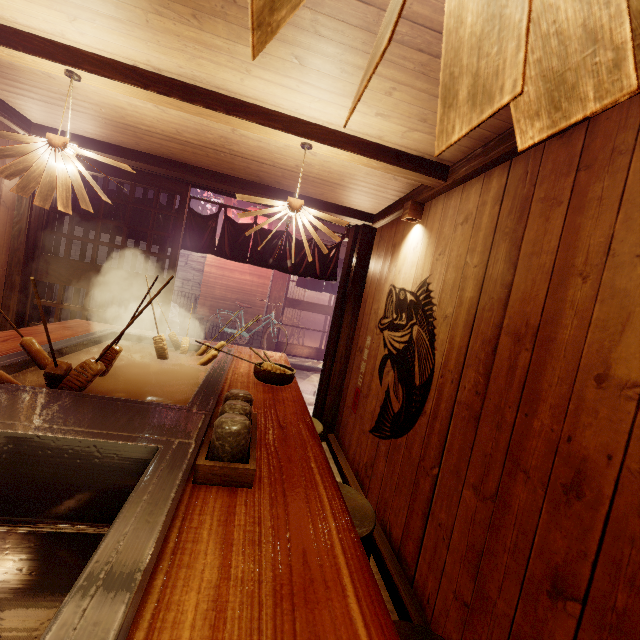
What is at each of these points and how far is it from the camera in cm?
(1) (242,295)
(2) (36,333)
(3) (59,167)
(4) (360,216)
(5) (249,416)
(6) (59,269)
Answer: (1) blind, 1623
(2) table, 400
(3) light, 352
(4) wood bar, 703
(5) tableware, 209
(6) door, 645

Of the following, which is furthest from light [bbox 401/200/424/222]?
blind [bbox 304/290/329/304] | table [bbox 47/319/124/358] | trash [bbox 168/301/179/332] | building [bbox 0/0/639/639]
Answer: blind [bbox 304/290/329/304]

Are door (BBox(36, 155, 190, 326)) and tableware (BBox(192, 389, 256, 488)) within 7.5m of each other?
yes

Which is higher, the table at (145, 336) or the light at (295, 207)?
the light at (295, 207)

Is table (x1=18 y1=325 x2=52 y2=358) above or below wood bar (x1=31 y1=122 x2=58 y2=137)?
below

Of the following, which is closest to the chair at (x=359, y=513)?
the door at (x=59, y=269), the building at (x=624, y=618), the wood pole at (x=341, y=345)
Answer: the building at (x=624, y=618)

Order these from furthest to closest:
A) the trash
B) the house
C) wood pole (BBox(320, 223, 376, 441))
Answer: the house → the trash → wood pole (BBox(320, 223, 376, 441))

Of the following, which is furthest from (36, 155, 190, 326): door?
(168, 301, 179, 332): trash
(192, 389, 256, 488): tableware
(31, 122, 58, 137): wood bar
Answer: (168, 301, 179, 332): trash
